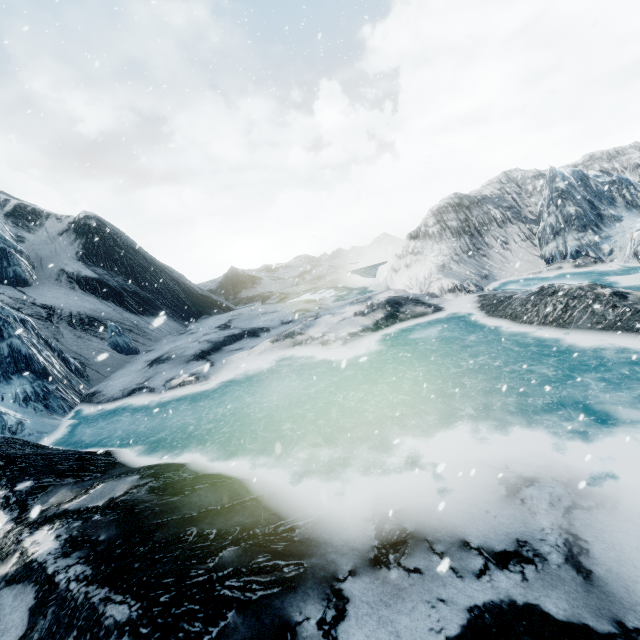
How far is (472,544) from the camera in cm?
381
